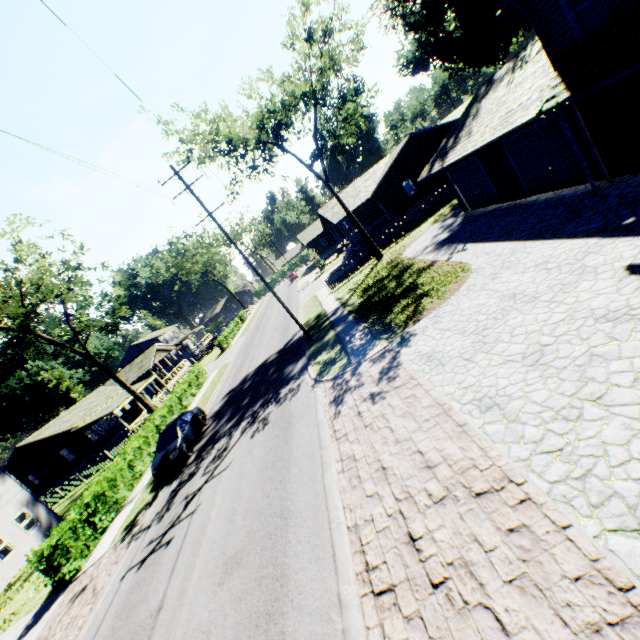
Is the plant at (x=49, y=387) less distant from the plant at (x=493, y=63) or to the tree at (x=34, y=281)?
the tree at (x=34, y=281)

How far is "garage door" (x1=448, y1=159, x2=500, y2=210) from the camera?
17.59m

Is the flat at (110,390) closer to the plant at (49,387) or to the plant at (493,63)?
the plant at (49,387)

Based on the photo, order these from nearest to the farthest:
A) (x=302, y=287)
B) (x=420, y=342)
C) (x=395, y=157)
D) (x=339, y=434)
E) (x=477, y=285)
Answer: (x=339, y=434) → (x=420, y=342) → (x=477, y=285) → (x=395, y=157) → (x=302, y=287)

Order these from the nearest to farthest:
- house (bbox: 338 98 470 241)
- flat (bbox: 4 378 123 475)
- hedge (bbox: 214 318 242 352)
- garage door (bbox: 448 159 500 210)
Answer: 1. garage door (bbox: 448 159 500 210)
2. house (bbox: 338 98 470 241)
3. flat (bbox: 4 378 123 475)
4. hedge (bbox: 214 318 242 352)

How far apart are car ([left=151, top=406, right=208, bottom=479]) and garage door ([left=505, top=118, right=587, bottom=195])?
20.83m

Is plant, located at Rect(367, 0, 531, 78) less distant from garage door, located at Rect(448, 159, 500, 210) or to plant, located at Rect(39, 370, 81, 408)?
garage door, located at Rect(448, 159, 500, 210)

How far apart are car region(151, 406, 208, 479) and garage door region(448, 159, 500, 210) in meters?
20.9
